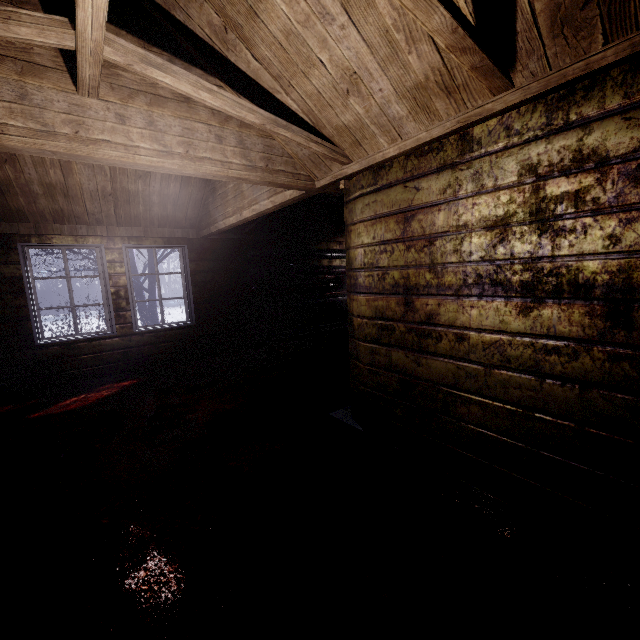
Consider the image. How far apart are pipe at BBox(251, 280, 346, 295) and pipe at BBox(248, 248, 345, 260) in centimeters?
43cm

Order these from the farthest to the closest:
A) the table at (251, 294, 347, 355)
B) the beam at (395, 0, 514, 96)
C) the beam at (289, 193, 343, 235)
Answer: the table at (251, 294, 347, 355)
the beam at (289, 193, 343, 235)
the beam at (395, 0, 514, 96)

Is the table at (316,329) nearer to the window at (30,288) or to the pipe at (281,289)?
the pipe at (281,289)

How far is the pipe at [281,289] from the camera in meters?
5.8

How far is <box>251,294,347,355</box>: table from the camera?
5.36m

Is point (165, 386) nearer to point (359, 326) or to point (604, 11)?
point (359, 326)

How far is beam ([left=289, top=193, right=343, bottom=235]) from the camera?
3.8m

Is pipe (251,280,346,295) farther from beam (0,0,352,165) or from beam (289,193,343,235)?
beam (0,0,352,165)
